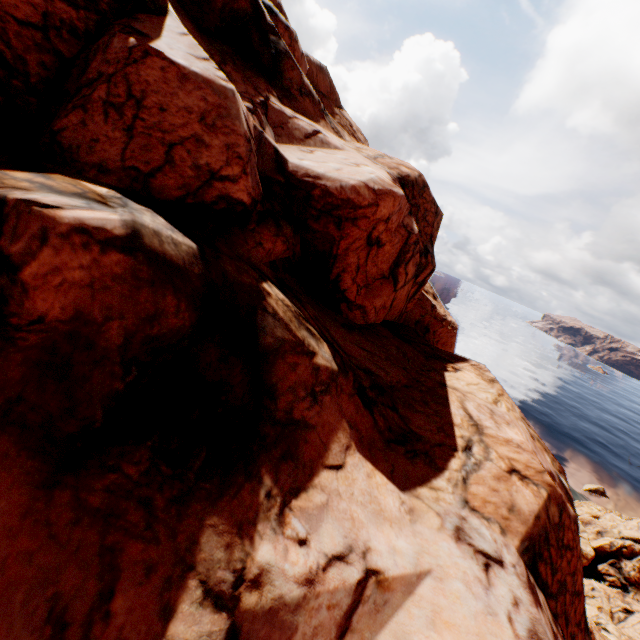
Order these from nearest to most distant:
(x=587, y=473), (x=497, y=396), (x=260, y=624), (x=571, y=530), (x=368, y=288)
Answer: (x=260, y=624) < (x=571, y=530) < (x=497, y=396) < (x=368, y=288) < (x=587, y=473)
